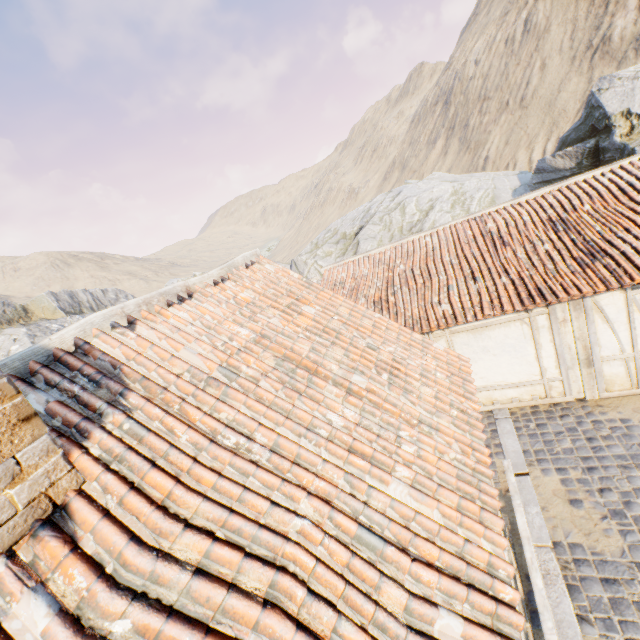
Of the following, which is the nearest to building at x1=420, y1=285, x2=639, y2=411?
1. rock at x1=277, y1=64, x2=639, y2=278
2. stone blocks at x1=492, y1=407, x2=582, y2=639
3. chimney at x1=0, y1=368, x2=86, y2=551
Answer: stone blocks at x1=492, y1=407, x2=582, y2=639

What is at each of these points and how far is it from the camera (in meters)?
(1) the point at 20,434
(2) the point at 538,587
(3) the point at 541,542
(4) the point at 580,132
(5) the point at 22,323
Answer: (1) chimney, 1.85
(2) wooden fence, 3.87
(3) stone blocks, 5.25
(4) rock, 17.12
(5) rock, 36.12

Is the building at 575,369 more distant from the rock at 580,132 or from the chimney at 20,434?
the chimney at 20,434

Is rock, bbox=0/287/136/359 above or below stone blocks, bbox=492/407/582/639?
above

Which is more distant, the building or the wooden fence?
the building

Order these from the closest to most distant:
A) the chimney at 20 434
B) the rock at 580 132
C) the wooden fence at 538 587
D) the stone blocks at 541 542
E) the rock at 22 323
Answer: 1. the chimney at 20 434
2. the wooden fence at 538 587
3. the stone blocks at 541 542
4. the rock at 580 132
5. the rock at 22 323

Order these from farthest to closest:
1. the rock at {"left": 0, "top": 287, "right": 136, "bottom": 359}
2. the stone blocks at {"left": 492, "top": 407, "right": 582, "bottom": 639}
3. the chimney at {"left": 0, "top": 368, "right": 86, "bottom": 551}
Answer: the rock at {"left": 0, "top": 287, "right": 136, "bottom": 359} → the stone blocks at {"left": 492, "top": 407, "right": 582, "bottom": 639} → the chimney at {"left": 0, "top": 368, "right": 86, "bottom": 551}

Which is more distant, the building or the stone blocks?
the building
